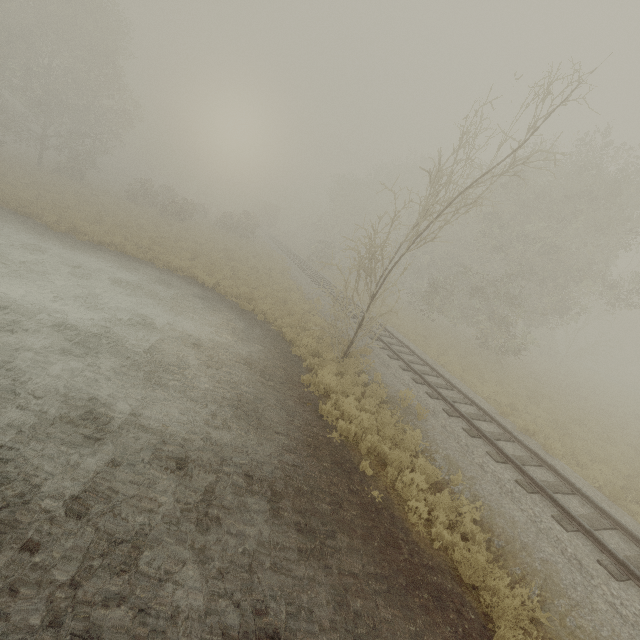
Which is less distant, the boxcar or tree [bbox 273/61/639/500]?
tree [bbox 273/61/639/500]

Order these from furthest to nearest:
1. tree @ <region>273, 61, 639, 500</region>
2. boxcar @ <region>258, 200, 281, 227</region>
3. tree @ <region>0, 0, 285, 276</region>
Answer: boxcar @ <region>258, 200, 281, 227</region>, tree @ <region>0, 0, 285, 276</region>, tree @ <region>273, 61, 639, 500</region>

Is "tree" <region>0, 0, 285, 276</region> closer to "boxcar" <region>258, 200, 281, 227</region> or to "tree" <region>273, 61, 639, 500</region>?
"boxcar" <region>258, 200, 281, 227</region>

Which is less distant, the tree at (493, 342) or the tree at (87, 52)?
the tree at (493, 342)

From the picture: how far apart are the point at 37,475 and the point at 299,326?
11.3m

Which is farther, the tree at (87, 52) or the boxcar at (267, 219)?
the boxcar at (267, 219)

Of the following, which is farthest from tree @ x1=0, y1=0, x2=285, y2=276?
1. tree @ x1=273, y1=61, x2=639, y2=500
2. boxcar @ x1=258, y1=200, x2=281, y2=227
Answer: tree @ x1=273, y1=61, x2=639, y2=500
